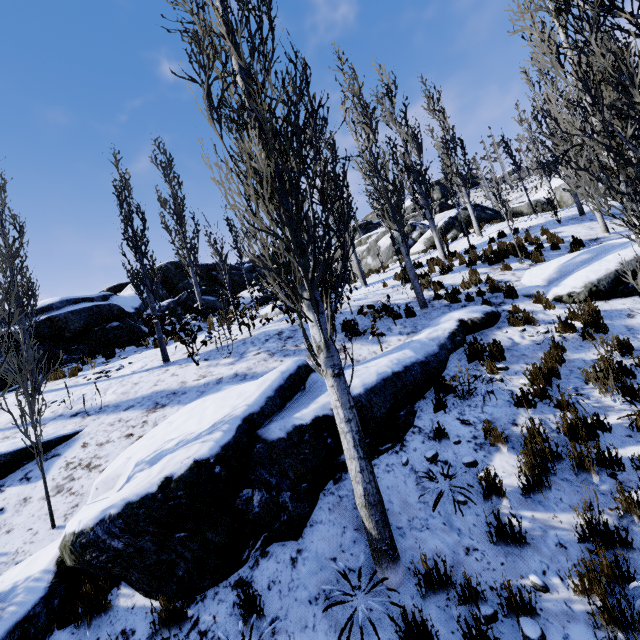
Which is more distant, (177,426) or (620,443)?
(177,426)

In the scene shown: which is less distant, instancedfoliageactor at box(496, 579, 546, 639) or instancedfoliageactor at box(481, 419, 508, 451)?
instancedfoliageactor at box(496, 579, 546, 639)

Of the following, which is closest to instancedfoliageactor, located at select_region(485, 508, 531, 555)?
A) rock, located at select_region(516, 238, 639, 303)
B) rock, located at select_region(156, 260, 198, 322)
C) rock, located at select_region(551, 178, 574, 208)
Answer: rock, located at select_region(516, 238, 639, 303)

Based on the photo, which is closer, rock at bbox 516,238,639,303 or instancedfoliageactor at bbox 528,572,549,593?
instancedfoliageactor at bbox 528,572,549,593

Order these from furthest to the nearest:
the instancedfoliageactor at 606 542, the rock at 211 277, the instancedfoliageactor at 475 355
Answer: the rock at 211 277, the instancedfoliageactor at 475 355, the instancedfoliageactor at 606 542

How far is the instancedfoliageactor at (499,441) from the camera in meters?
4.4 m
